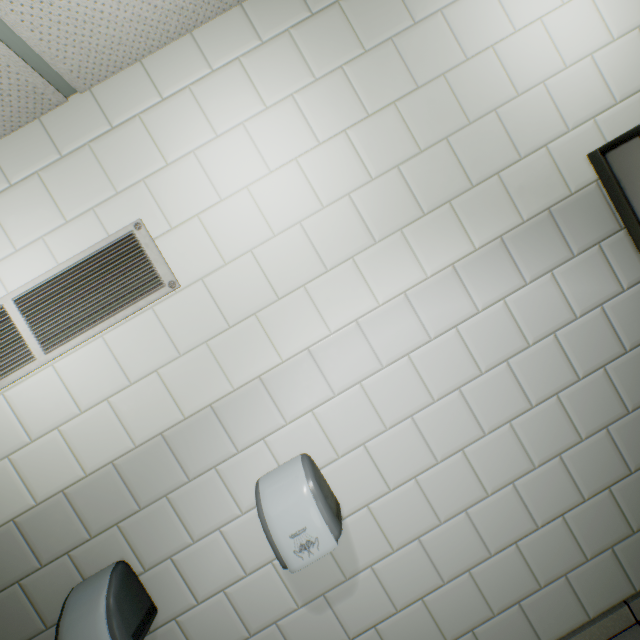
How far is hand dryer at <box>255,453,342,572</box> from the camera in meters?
1.2 m

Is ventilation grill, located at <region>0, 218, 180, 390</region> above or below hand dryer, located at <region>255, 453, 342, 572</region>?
above

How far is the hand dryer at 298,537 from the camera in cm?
122

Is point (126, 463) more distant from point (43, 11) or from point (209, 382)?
point (43, 11)

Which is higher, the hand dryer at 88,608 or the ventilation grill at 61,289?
the ventilation grill at 61,289

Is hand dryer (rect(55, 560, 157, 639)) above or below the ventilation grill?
below
